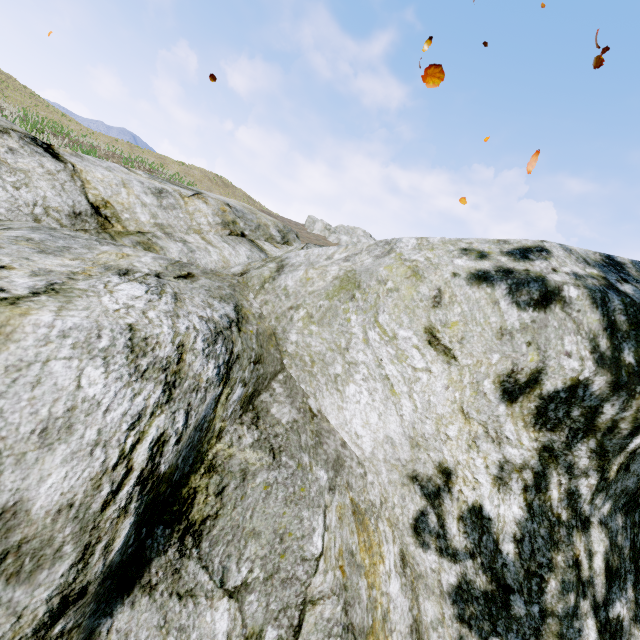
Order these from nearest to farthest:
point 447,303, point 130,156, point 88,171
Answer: point 447,303, point 88,171, point 130,156
